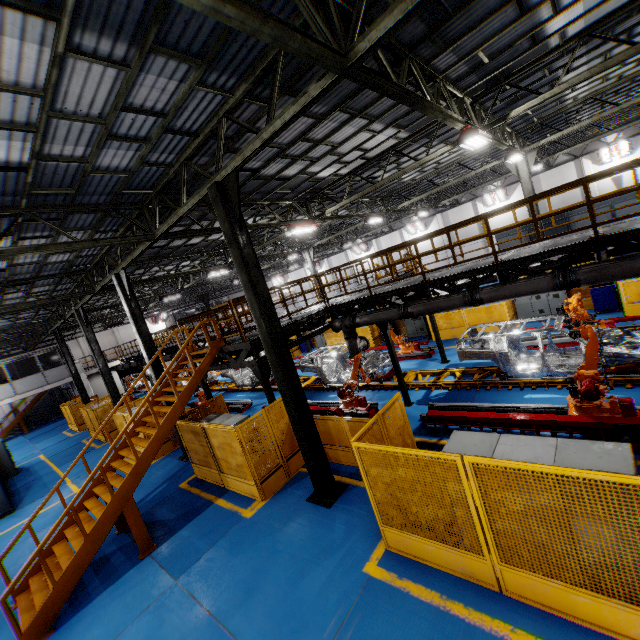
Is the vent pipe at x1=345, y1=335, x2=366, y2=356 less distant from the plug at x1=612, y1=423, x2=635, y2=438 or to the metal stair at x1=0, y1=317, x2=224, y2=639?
the plug at x1=612, y1=423, x2=635, y2=438

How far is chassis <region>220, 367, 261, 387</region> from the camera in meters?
19.6 m

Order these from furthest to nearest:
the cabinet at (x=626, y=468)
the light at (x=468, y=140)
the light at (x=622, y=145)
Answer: the light at (x=622, y=145), the light at (x=468, y=140), the cabinet at (x=626, y=468)

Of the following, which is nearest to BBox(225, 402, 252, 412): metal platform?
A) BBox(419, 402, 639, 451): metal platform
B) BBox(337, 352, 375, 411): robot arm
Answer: BBox(337, 352, 375, 411): robot arm

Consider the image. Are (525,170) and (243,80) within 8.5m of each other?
no

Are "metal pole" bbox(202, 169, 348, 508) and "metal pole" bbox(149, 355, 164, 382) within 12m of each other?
yes

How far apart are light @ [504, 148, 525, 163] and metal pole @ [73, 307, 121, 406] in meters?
22.2

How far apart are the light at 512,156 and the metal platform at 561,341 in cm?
739
